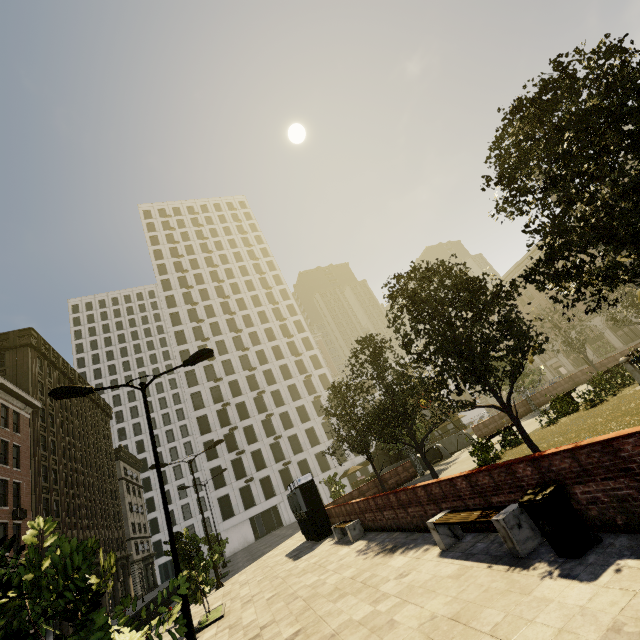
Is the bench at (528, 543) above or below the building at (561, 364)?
below

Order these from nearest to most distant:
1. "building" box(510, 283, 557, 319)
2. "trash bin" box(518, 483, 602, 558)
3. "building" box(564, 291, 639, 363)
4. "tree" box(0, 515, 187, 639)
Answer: "tree" box(0, 515, 187, 639) → "trash bin" box(518, 483, 602, 558) → "building" box(564, 291, 639, 363) → "building" box(510, 283, 557, 319)

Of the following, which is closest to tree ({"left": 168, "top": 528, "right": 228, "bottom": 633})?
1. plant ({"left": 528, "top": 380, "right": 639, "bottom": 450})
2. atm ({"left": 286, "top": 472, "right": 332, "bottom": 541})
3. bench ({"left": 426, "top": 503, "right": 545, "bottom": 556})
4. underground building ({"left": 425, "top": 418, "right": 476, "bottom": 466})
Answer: plant ({"left": 528, "top": 380, "right": 639, "bottom": 450})

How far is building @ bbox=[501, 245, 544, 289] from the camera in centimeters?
5238cm

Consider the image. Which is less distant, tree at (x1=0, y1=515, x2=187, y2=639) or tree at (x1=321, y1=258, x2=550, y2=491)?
tree at (x1=0, y1=515, x2=187, y2=639)

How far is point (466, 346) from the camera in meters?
10.4 m

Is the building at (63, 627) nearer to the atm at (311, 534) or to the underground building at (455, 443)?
the atm at (311, 534)

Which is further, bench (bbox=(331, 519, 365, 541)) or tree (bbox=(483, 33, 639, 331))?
bench (bbox=(331, 519, 365, 541))
